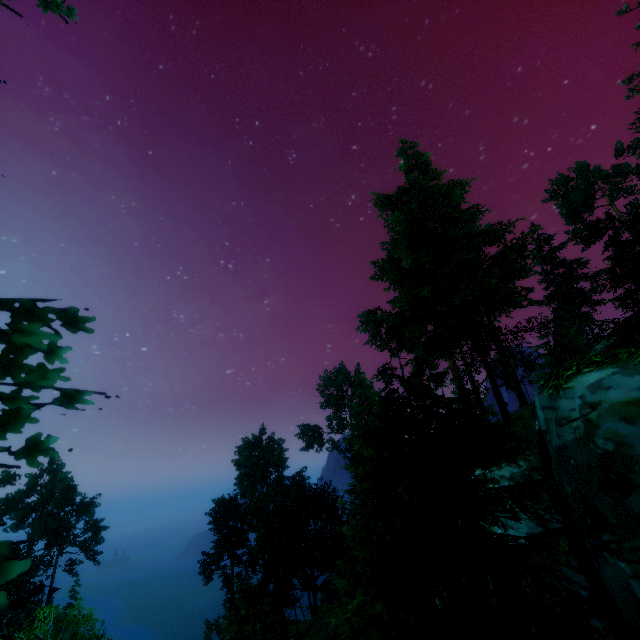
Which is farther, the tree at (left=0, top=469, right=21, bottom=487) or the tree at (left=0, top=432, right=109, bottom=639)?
the tree at (left=0, top=469, right=21, bottom=487)

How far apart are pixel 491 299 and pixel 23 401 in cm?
2050

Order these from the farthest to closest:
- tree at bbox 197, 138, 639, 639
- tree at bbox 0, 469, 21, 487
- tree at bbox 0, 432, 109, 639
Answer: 1. tree at bbox 0, 469, 21, 487
2. tree at bbox 197, 138, 639, 639
3. tree at bbox 0, 432, 109, 639

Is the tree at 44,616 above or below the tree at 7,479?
below

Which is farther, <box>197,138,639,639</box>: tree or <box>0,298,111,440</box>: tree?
<box>197,138,639,639</box>: tree

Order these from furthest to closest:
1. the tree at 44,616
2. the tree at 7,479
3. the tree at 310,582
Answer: the tree at 7,479 < the tree at 310,582 < the tree at 44,616
